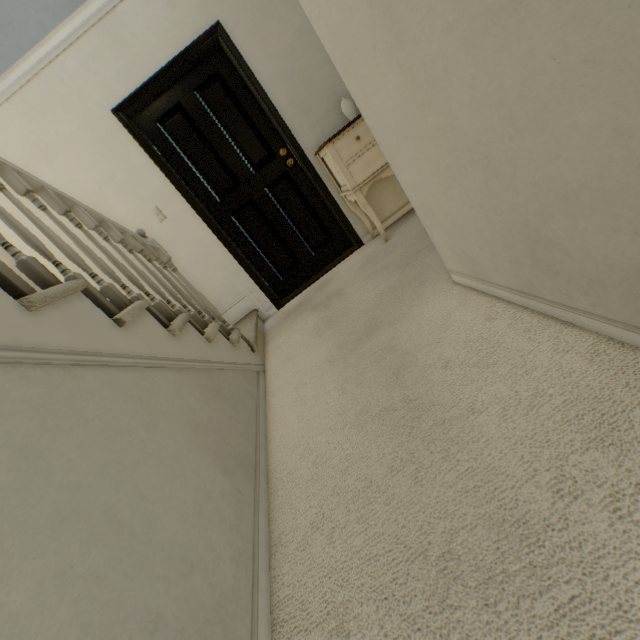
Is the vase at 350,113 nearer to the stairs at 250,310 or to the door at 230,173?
the door at 230,173

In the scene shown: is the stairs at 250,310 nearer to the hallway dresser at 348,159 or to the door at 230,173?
the door at 230,173

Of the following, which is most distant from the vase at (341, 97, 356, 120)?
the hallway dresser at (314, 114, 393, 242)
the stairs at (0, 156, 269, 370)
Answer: the stairs at (0, 156, 269, 370)

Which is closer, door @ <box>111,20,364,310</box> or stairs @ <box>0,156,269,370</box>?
stairs @ <box>0,156,269,370</box>

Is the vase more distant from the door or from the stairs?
the stairs

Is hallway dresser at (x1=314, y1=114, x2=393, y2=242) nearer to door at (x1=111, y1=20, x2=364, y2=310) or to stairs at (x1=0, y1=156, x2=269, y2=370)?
door at (x1=111, y1=20, x2=364, y2=310)

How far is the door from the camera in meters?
2.7 m

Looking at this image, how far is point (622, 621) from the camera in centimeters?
54cm
